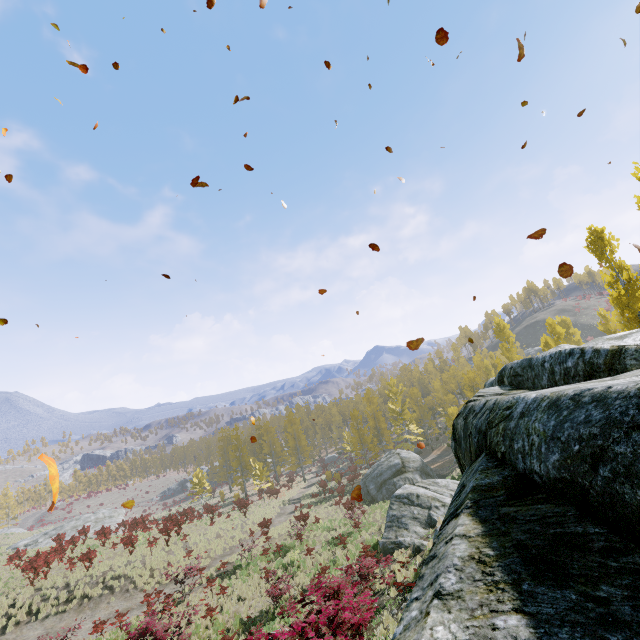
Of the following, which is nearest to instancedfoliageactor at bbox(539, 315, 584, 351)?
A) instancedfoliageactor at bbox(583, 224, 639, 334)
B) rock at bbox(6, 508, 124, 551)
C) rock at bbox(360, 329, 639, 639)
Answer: rock at bbox(360, 329, 639, 639)

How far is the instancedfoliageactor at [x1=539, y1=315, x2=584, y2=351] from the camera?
29.45m

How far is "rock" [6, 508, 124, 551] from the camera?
37.7m

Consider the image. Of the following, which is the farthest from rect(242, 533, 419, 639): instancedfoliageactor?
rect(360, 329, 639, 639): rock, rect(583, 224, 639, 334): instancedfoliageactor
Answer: rect(583, 224, 639, 334): instancedfoliageactor

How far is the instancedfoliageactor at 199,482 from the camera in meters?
45.1 m

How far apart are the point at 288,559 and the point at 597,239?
26.3m

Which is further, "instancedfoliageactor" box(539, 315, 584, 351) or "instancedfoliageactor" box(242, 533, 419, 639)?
"instancedfoliageactor" box(539, 315, 584, 351)

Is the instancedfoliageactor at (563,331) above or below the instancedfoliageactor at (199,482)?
above
